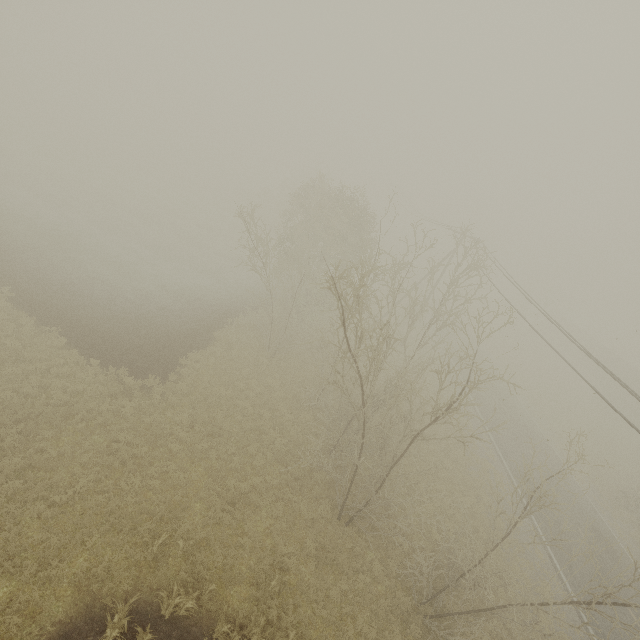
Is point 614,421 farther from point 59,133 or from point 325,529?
point 59,133
